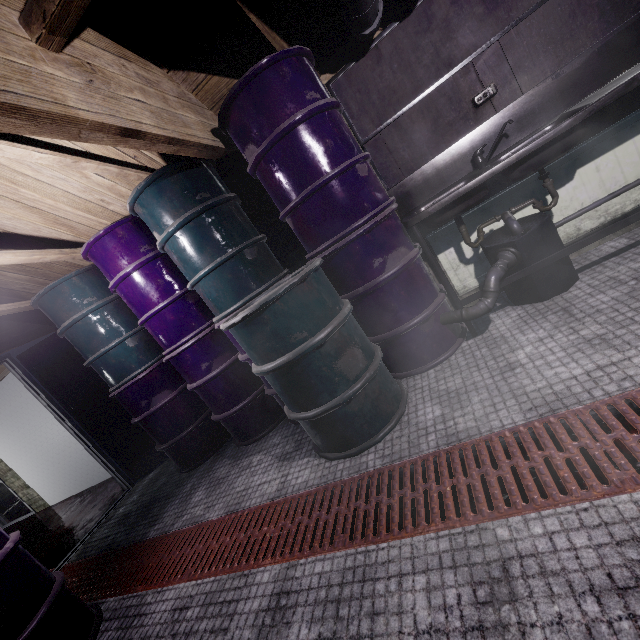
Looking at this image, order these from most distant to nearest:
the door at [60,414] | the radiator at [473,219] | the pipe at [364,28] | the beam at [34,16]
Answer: the door at [60,414] < the radiator at [473,219] < the pipe at [364,28] < the beam at [34,16]

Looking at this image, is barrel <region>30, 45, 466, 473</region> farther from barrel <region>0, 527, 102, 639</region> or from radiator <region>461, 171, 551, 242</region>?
barrel <region>0, 527, 102, 639</region>

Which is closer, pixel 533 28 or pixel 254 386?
pixel 533 28

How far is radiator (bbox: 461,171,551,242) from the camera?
2.19m

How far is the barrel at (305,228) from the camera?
1.8 meters

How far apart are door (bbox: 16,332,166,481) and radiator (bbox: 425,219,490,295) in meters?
3.5

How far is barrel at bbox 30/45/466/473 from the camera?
1.78m
